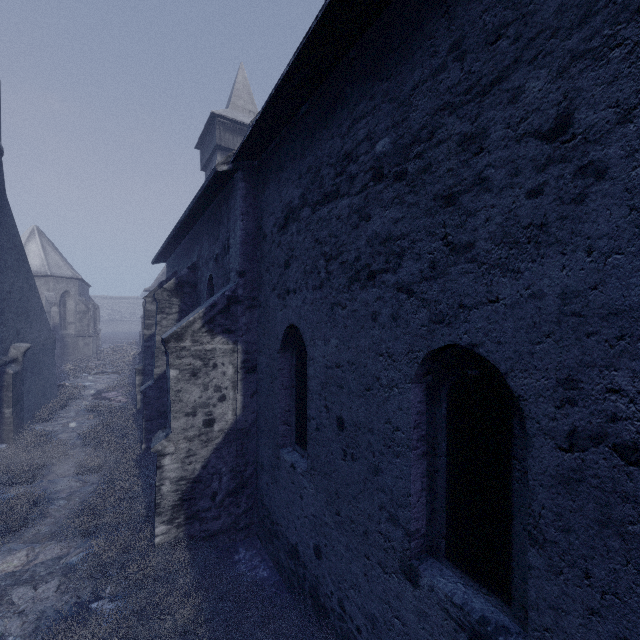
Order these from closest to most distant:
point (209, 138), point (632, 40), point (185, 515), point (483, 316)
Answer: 1. point (632, 40)
2. point (483, 316)
3. point (185, 515)
4. point (209, 138)

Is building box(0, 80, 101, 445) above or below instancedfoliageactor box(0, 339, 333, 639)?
above

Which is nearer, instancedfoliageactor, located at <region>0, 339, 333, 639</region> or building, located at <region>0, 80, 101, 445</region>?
instancedfoliageactor, located at <region>0, 339, 333, 639</region>

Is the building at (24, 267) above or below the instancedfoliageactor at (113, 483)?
above

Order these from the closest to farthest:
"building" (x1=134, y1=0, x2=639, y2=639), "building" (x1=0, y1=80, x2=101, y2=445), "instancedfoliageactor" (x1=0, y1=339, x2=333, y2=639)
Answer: "building" (x1=134, y1=0, x2=639, y2=639)
"instancedfoliageactor" (x1=0, y1=339, x2=333, y2=639)
"building" (x1=0, y1=80, x2=101, y2=445)

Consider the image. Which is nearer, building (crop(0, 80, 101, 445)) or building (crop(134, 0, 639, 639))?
building (crop(134, 0, 639, 639))

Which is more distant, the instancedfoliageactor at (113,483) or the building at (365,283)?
the instancedfoliageactor at (113,483)
